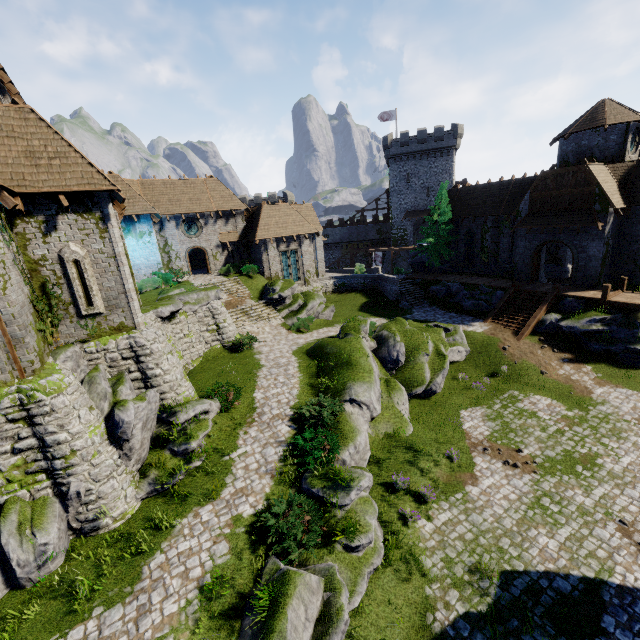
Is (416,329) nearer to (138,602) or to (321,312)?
(321,312)

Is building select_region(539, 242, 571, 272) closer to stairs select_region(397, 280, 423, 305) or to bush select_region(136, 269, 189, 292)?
stairs select_region(397, 280, 423, 305)

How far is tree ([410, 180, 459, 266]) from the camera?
33.81m

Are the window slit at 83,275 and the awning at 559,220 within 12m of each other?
no

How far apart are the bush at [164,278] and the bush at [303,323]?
10.35m

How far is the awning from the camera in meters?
23.2

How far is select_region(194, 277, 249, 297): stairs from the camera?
28.66m

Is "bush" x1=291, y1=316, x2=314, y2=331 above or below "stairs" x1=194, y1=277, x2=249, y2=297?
below
